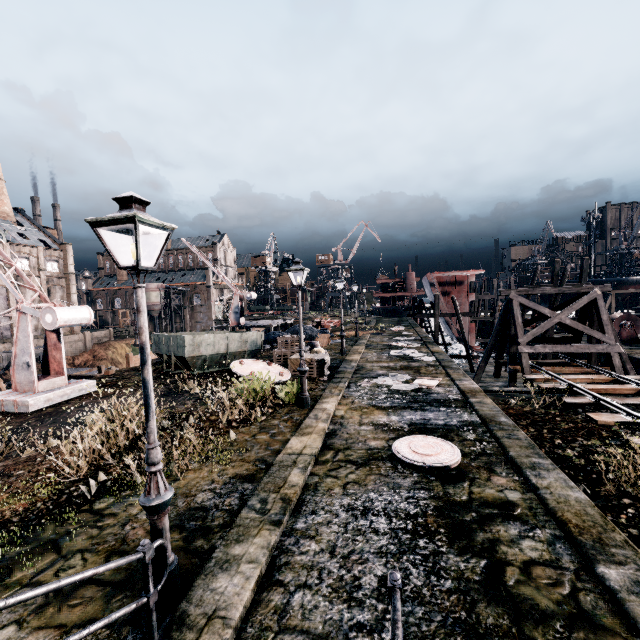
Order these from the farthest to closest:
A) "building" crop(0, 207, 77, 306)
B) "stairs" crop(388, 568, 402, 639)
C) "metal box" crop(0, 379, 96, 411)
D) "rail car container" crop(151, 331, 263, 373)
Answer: "building" crop(0, 207, 77, 306) → "rail car container" crop(151, 331, 263, 373) → "metal box" crop(0, 379, 96, 411) → "stairs" crop(388, 568, 402, 639)

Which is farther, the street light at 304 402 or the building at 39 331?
the building at 39 331

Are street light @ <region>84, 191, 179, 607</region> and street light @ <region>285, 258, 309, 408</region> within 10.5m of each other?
yes

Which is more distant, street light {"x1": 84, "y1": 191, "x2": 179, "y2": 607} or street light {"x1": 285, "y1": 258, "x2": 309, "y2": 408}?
street light {"x1": 285, "y1": 258, "x2": 309, "y2": 408}

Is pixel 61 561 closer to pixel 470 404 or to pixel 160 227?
pixel 160 227

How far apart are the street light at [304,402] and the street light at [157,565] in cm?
748

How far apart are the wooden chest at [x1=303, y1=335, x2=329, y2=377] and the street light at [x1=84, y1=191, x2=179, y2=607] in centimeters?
1264cm
